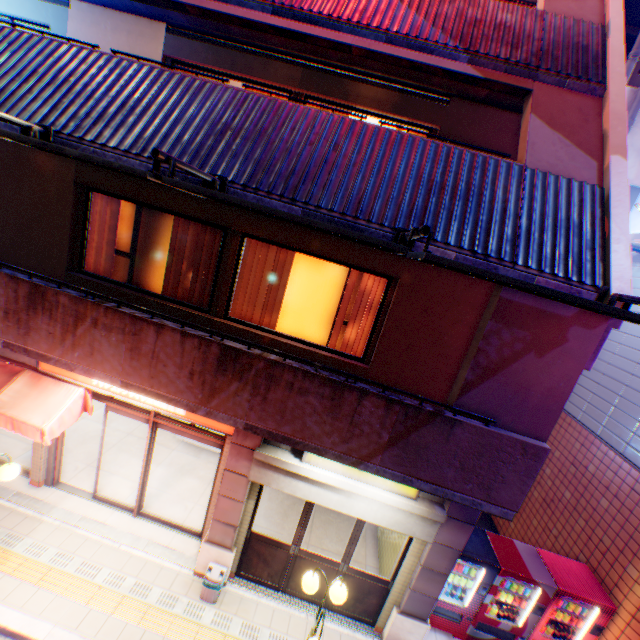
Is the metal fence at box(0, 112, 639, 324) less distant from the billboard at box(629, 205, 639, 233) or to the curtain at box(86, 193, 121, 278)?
the curtain at box(86, 193, 121, 278)

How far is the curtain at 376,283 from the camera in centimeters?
570cm

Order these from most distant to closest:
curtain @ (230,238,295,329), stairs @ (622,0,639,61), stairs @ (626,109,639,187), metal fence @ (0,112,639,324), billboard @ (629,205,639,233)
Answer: stairs @ (622,0,639,61) < stairs @ (626,109,639,187) < billboard @ (629,205,639,233) < curtain @ (230,238,295,329) < metal fence @ (0,112,639,324)

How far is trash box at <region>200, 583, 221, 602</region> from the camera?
6.1m

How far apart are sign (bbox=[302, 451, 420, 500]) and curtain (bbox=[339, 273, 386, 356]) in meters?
1.3

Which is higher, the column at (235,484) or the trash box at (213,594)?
the column at (235,484)

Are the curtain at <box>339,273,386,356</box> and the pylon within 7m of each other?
yes

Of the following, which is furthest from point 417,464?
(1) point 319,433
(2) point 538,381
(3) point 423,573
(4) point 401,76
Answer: (4) point 401,76
